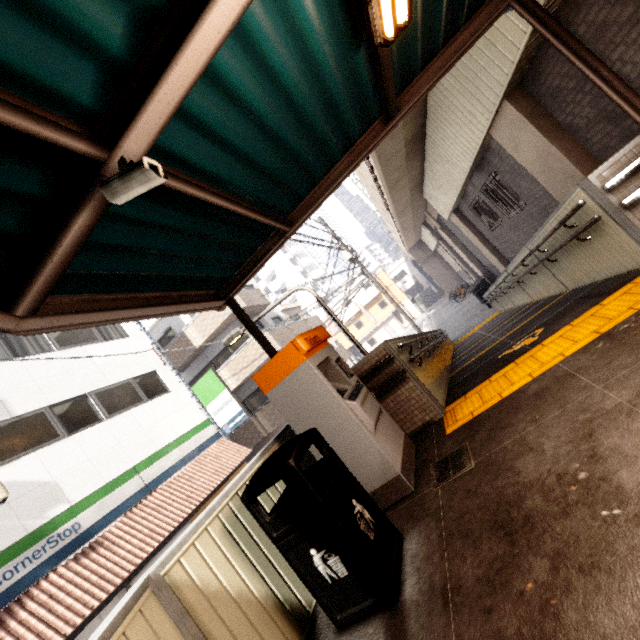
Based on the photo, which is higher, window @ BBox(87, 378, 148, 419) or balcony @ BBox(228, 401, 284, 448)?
window @ BBox(87, 378, 148, 419)

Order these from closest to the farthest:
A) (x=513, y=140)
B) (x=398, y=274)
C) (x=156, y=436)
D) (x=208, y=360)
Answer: (x=513, y=140) < (x=156, y=436) < (x=208, y=360) < (x=398, y=274)

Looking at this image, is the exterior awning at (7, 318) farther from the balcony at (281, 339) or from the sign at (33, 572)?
the balcony at (281, 339)

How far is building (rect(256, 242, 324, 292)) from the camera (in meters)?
56.19

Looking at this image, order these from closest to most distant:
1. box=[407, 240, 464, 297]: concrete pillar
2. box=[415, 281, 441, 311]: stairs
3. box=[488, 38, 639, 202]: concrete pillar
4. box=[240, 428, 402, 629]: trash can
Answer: box=[240, 428, 402, 629]: trash can
box=[488, 38, 639, 202]: concrete pillar
box=[407, 240, 464, 297]: concrete pillar
box=[415, 281, 441, 311]: stairs

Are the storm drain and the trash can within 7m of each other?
yes

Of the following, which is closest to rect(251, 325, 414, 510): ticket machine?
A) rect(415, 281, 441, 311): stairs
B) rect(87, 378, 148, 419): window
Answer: rect(87, 378, 148, 419): window

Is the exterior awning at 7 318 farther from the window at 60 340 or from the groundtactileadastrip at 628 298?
the window at 60 340
